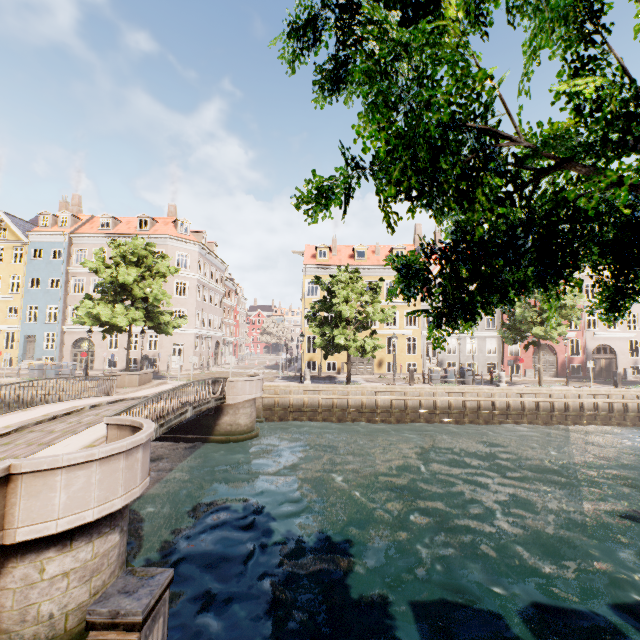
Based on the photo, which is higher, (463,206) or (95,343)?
(463,206)

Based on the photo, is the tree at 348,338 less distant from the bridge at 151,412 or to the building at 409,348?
the bridge at 151,412

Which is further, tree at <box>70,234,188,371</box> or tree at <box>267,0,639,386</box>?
tree at <box>70,234,188,371</box>

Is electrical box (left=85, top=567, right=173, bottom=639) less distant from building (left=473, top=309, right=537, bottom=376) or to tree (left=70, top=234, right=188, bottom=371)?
tree (left=70, top=234, right=188, bottom=371)

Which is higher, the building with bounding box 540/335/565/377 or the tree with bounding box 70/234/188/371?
the tree with bounding box 70/234/188/371

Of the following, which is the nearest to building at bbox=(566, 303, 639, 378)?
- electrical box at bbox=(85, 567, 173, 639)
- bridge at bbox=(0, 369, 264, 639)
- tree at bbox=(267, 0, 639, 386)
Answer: tree at bbox=(267, 0, 639, 386)

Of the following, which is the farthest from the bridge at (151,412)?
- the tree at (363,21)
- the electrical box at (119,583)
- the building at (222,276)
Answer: the building at (222,276)
